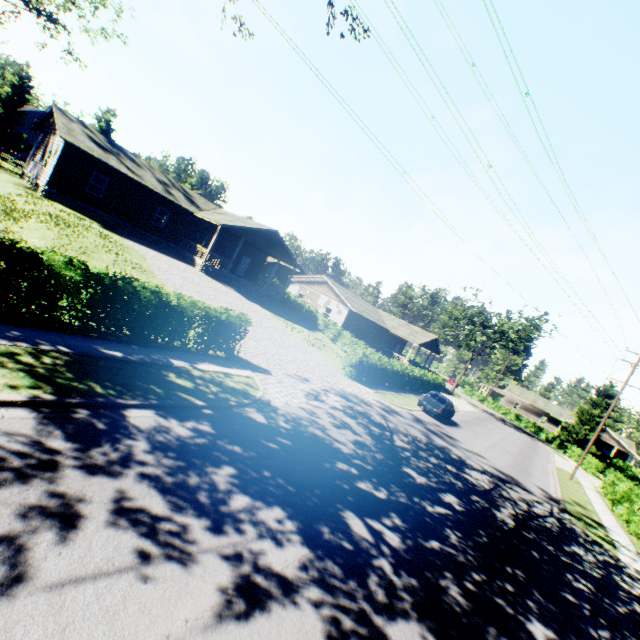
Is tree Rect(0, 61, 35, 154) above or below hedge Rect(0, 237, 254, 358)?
above

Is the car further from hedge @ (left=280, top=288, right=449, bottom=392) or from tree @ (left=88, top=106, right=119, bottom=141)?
tree @ (left=88, top=106, right=119, bottom=141)

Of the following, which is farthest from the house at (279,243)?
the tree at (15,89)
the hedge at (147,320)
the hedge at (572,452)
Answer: the hedge at (572,452)

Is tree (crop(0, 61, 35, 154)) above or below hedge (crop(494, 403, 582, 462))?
above

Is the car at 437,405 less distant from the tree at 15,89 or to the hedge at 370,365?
the hedge at 370,365

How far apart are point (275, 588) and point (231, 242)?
32.76m

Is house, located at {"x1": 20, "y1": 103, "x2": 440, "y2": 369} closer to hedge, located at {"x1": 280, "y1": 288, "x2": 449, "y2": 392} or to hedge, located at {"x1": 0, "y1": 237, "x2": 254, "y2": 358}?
hedge, located at {"x1": 280, "y1": 288, "x2": 449, "y2": 392}

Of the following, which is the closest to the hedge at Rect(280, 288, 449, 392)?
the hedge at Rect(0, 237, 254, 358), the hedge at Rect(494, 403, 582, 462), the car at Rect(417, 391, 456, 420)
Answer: the car at Rect(417, 391, 456, 420)
